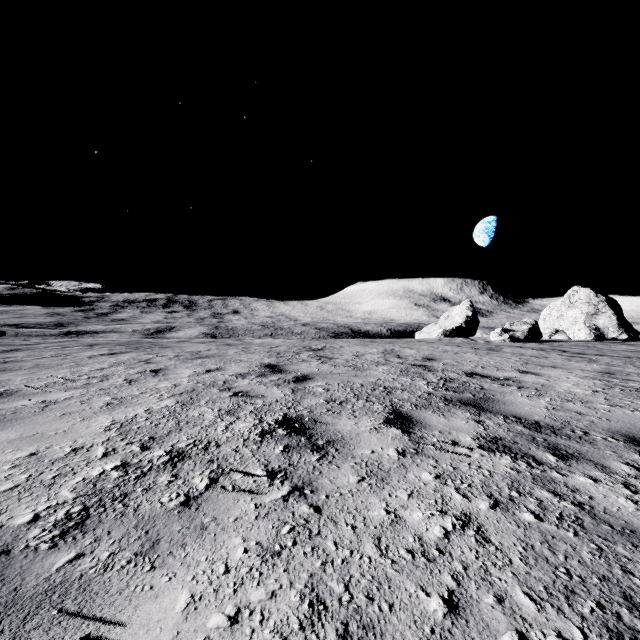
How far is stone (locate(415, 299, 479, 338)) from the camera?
35.7m

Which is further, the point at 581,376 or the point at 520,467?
the point at 581,376

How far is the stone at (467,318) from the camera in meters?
35.7
